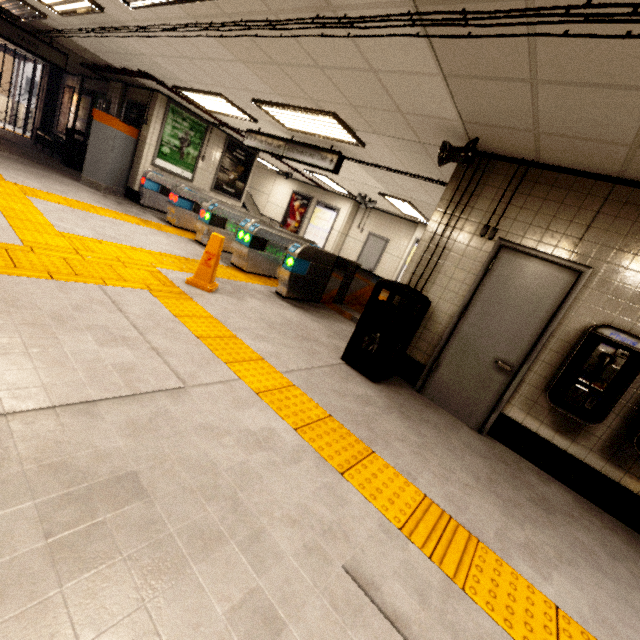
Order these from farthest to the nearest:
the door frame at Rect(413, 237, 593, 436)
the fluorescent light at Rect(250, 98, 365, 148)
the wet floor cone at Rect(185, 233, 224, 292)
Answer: the fluorescent light at Rect(250, 98, 365, 148)
the wet floor cone at Rect(185, 233, 224, 292)
the door frame at Rect(413, 237, 593, 436)

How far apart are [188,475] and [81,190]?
8.8m

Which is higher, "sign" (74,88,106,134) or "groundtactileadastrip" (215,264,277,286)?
"sign" (74,88,106,134)

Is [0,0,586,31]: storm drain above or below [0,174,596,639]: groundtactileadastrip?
above

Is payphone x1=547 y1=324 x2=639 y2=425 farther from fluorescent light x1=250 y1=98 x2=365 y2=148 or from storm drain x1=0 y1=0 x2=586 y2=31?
fluorescent light x1=250 y1=98 x2=365 y2=148

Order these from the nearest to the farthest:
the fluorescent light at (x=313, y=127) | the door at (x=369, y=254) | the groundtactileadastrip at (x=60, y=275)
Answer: the groundtactileadastrip at (x=60, y=275) < the fluorescent light at (x=313, y=127) < the door at (x=369, y=254)

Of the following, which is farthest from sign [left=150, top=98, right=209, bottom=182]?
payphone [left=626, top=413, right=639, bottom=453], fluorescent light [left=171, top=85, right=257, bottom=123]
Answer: payphone [left=626, top=413, right=639, bottom=453]

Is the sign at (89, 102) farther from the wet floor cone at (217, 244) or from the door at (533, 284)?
the door at (533, 284)
